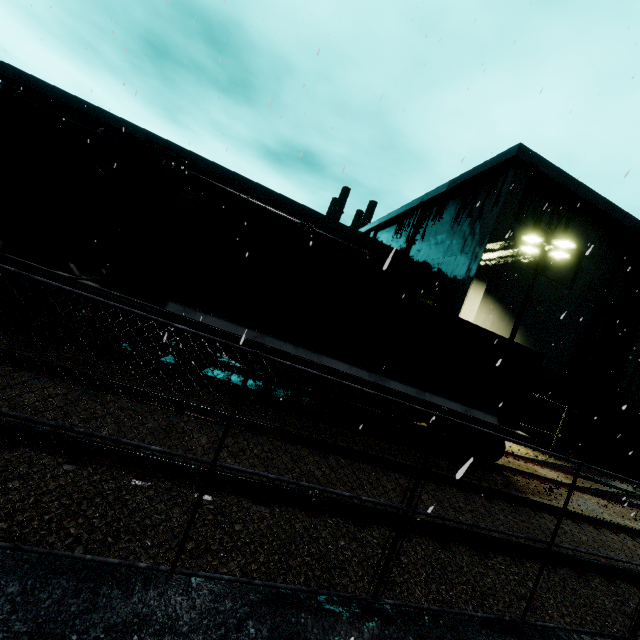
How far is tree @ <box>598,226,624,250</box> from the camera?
20.7m

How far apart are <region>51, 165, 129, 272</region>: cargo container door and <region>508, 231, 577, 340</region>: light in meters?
16.1 m

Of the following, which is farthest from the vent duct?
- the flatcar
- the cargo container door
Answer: the cargo container door

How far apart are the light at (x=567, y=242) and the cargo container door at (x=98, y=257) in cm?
1606

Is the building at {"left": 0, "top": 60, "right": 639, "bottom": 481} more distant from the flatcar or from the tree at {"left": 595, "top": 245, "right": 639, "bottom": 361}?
the flatcar

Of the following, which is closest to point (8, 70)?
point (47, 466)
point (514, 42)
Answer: point (514, 42)

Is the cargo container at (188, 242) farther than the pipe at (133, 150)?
No

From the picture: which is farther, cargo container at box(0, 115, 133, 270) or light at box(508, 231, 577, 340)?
light at box(508, 231, 577, 340)
